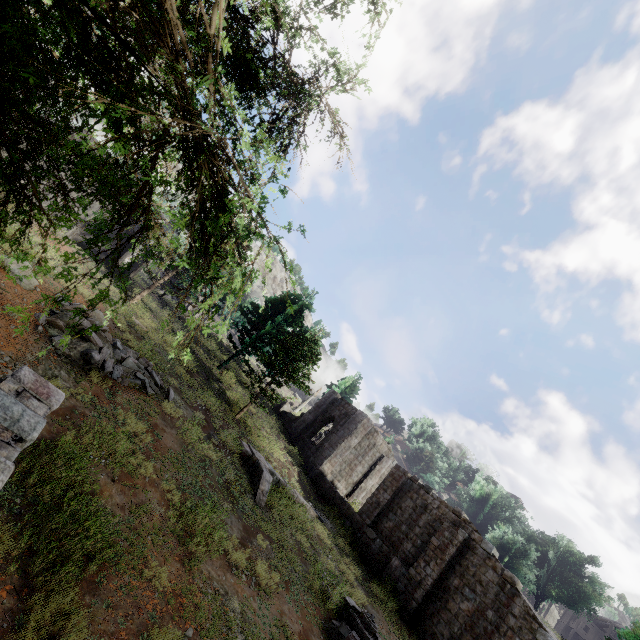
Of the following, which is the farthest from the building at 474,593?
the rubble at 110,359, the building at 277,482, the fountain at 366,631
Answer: the rubble at 110,359

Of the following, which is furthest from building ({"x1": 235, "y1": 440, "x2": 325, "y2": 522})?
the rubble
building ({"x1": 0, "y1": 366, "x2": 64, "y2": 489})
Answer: building ({"x1": 0, "y1": 366, "x2": 64, "y2": 489})

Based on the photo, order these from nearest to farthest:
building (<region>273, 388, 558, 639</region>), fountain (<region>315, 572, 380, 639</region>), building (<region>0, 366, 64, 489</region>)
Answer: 1. building (<region>0, 366, 64, 489</region>)
2. fountain (<region>315, 572, 380, 639</region>)
3. building (<region>273, 388, 558, 639</region>)

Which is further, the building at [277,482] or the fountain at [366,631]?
the building at [277,482]

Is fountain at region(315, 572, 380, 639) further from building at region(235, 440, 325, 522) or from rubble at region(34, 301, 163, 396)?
rubble at region(34, 301, 163, 396)

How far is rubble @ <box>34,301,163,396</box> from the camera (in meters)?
10.59

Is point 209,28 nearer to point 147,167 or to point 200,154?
point 200,154

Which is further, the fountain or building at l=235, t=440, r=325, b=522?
building at l=235, t=440, r=325, b=522
